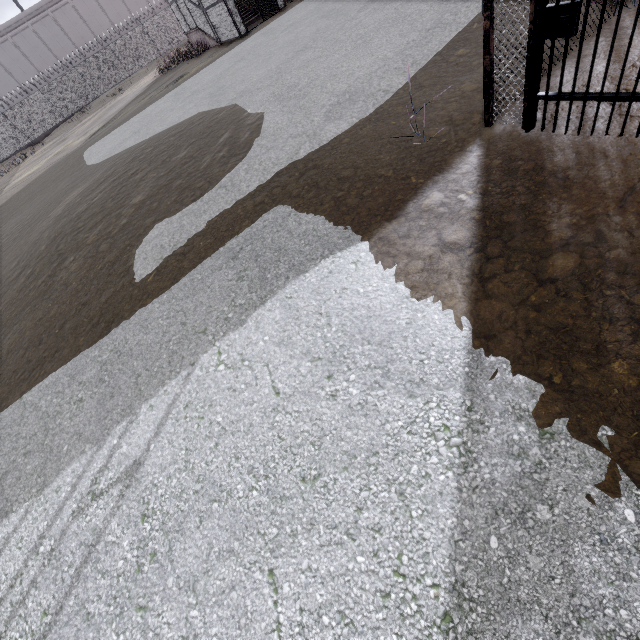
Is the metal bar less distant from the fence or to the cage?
the cage

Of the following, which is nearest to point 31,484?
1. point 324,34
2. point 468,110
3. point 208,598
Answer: point 208,598

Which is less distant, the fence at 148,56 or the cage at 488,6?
the cage at 488,6

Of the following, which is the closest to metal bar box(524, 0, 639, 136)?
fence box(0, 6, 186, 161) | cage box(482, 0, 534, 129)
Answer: cage box(482, 0, 534, 129)

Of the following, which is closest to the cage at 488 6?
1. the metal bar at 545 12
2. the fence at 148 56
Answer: the metal bar at 545 12
